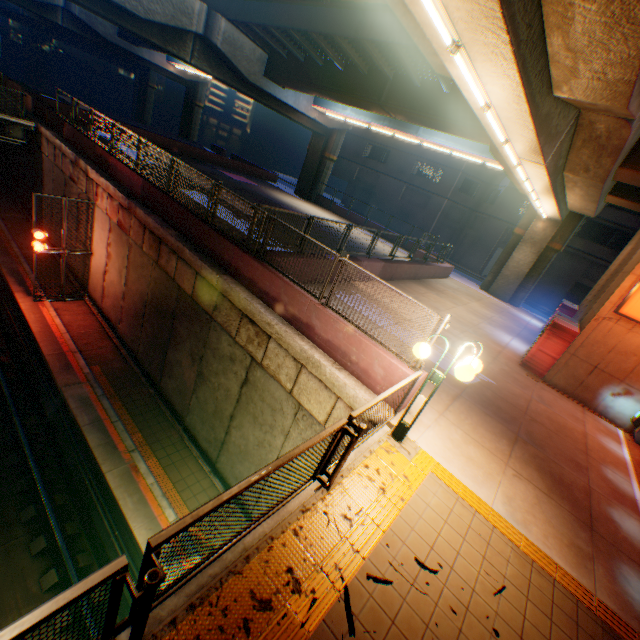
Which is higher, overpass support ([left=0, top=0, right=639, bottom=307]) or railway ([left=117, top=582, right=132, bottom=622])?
overpass support ([left=0, top=0, right=639, bottom=307])

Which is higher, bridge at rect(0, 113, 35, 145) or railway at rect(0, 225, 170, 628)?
bridge at rect(0, 113, 35, 145)

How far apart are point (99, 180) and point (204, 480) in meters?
12.7

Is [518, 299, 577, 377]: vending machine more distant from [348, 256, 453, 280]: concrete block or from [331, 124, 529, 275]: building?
[331, 124, 529, 275]: building

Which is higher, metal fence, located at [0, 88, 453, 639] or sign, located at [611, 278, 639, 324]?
sign, located at [611, 278, 639, 324]

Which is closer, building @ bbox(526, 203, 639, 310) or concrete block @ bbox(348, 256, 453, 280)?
concrete block @ bbox(348, 256, 453, 280)

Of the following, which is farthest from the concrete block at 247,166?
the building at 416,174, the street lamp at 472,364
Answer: the building at 416,174

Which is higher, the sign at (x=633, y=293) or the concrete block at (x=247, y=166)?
the sign at (x=633, y=293)
